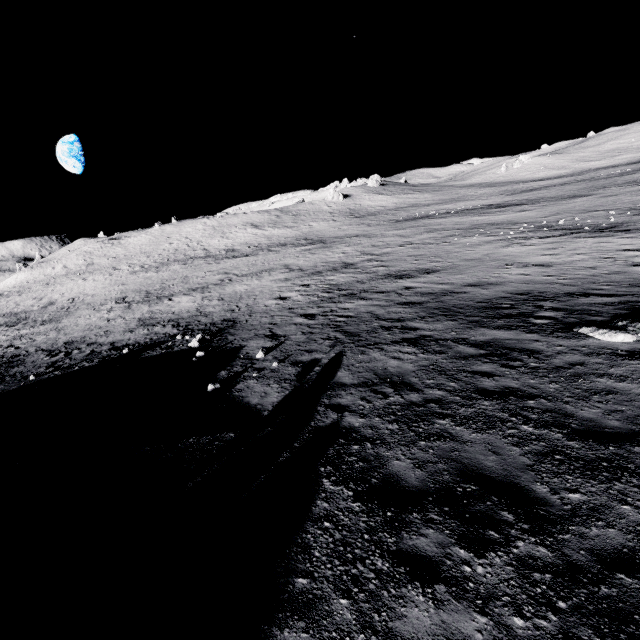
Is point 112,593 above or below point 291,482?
above
